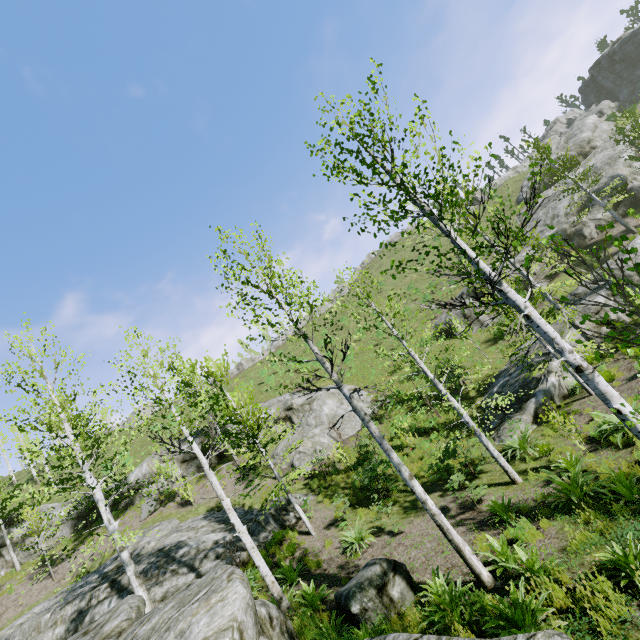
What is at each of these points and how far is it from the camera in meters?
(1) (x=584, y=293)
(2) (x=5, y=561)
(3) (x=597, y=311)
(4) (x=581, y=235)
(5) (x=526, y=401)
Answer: (1) rock, 20.1
(2) rock, 22.6
(3) rock, 16.5
(4) rock, 27.9
(5) rock, 14.5

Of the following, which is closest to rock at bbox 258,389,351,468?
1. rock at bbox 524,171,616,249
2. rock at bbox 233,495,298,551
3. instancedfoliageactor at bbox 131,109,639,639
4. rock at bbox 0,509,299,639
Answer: instancedfoliageactor at bbox 131,109,639,639

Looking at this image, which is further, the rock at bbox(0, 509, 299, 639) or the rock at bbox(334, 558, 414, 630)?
the rock at bbox(334, 558, 414, 630)

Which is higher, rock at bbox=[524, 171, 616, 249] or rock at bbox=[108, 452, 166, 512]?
rock at bbox=[108, 452, 166, 512]

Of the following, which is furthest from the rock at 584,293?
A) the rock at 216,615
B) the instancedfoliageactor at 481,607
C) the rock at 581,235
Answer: the rock at 216,615

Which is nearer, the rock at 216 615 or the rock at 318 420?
the rock at 216 615

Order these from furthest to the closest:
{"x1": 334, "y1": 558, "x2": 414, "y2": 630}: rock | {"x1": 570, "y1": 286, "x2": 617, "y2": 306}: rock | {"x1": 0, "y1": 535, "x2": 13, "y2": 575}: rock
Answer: {"x1": 0, "y1": 535, "x2": 13, "y2": 575}: rock, {"x1": 570, "y1": 286, "x2": 617, "y2": 306}: rock, {"x1": 334, "y1": 558, "x2": 414, "y2": 630}: rock

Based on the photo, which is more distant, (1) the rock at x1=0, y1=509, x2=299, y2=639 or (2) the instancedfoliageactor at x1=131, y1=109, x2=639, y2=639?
(1) the rock at x1=0, y1=509, x2=299, y2=639
